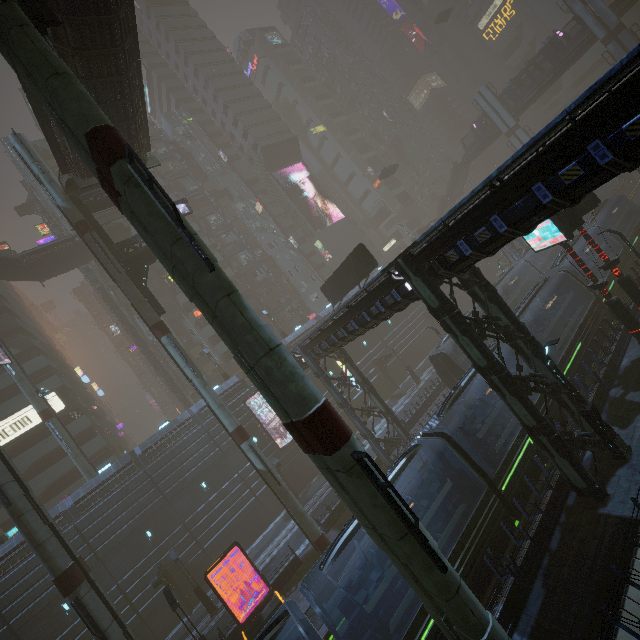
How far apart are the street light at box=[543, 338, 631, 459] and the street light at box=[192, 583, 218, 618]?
27.7m

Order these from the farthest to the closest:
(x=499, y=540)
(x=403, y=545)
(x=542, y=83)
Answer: (x=542, y=83) < (x=499, y=540) < (x=403, y=545)

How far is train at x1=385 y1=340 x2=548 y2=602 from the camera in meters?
12.6 m

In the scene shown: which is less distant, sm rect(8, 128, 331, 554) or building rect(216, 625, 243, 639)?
building rect(216, 625, 243, 639)

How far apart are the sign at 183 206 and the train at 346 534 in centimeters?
2459cm

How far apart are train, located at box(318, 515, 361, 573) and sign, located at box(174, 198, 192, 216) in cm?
2459

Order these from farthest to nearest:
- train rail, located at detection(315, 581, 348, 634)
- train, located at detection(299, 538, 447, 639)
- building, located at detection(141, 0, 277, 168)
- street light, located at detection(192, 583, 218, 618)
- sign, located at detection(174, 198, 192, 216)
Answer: building, located at detection(141, 0, 277, 168) < sign, located at detection(174, 198, 192, 216) < street light, located at detection(192, 583, 218, 618) < train rail, located at detection(315, 581, 348, 634) < train, located at detection(299, 538, 447, 639)

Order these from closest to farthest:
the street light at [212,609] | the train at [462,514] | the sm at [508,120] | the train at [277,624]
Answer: the train at [277,624], the train at [462,514], the street light at [212,609], the sm at [508,120]
